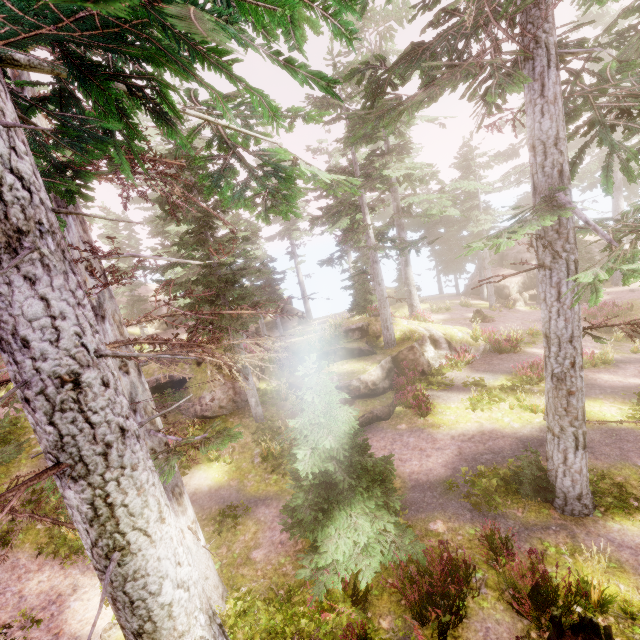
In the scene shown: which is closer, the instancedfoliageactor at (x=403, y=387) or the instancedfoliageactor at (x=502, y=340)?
the instancedfoliageactor at (x=403, y=387)

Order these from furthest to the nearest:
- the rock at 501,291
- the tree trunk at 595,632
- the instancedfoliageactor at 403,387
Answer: the rock at 501,291 → the instancedfoliageactor at 403,387 → the tree trunk at 595,632

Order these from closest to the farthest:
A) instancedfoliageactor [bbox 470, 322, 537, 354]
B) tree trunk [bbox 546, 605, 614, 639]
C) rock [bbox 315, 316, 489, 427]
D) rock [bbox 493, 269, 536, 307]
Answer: tree trunk [bbox 546, 605, 614, 639], rock [bbox 315, 316, 489, 427], instancedfoliageactor [bbox 470, 322, 537, 354], rock [bbox 493, 269, 536, 307]

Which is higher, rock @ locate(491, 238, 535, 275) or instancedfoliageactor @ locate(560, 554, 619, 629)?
rock @ locate(491, 238, 535, 275)

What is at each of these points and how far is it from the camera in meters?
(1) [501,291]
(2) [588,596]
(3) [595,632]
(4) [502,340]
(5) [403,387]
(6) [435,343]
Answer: (1) rock, 31.5 m
(2) instancedfoliageactor, 6.1 m
(3) tree trunk, 5.0 m
(4) instancedfoliageactor, 18.8 m
(5) instancedfoliageactor, 15.9 m
(6) rock, 18.9 m

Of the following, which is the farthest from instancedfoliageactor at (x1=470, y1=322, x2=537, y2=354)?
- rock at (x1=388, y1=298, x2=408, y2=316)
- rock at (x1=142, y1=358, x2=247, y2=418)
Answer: rock at (x1=388, y1=298, x2=408, y2=316)

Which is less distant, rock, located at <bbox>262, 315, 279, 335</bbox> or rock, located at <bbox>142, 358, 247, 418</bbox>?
rock, located at <bbox>142, 358, 247, 418</bbox>
